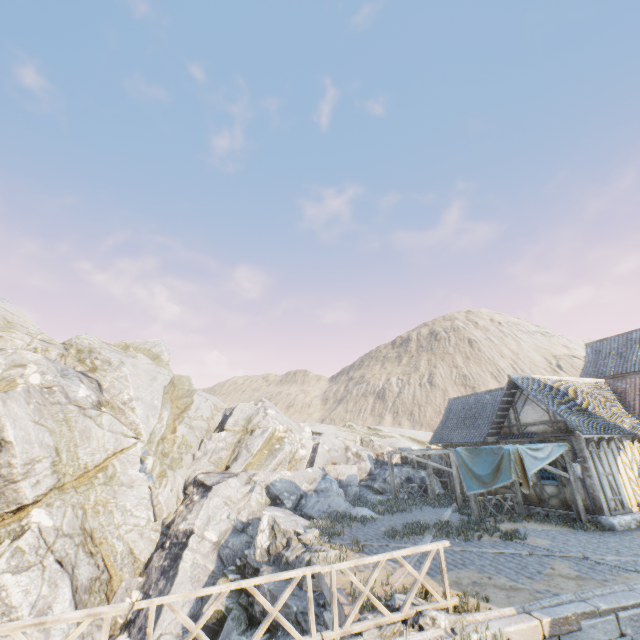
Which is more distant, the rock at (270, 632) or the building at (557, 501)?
the building at (557, 501)

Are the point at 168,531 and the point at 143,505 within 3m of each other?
yes

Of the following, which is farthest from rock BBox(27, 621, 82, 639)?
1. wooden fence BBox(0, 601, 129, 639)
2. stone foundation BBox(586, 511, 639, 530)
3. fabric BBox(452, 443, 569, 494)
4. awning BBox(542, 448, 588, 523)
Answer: awning BBox(542, 448, 588, 523)

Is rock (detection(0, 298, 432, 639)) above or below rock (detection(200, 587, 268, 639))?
above

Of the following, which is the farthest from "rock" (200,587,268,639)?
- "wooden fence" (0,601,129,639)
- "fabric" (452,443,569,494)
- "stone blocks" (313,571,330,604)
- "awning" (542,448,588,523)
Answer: "awning" (542,448,588,523)

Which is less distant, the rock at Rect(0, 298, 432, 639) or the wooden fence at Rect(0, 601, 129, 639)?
the wooden fence at Rect(0, 601, 129, 639)

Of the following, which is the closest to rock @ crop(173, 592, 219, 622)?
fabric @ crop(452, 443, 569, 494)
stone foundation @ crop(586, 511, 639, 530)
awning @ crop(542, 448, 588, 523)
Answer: stone foundation @ crop(586, 511, 639, 530)

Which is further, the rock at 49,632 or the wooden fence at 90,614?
the rock at 49,632
